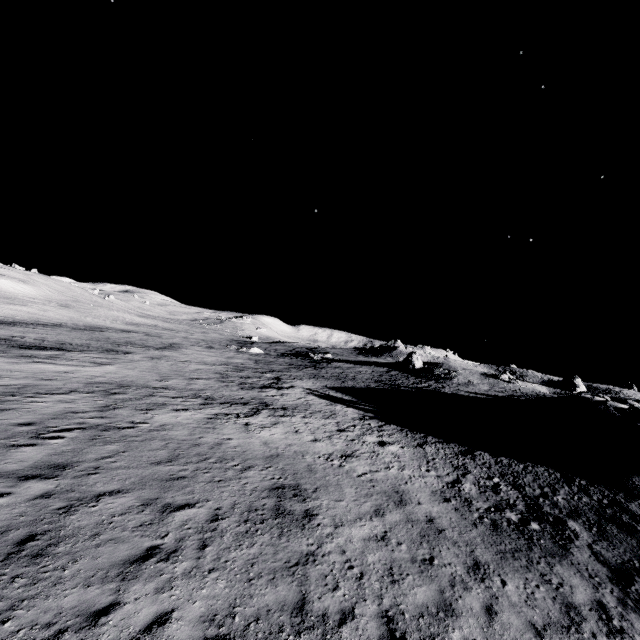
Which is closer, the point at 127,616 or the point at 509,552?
the point at 127,616

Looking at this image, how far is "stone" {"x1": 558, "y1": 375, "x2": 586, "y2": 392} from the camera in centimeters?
5500cm

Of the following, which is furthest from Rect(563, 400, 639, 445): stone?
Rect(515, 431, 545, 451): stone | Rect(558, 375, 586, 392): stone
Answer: Rect(558, 375, 586, 392): stone

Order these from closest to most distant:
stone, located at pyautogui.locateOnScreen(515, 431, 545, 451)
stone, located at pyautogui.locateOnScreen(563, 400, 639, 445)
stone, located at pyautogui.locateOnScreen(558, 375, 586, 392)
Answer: stone, located at pyautogui.locateOnScreen(563, 400, 639, 445), stone, located at pyautogui.locateOnScreen(515, 431, 545, 451), stone, located at pyautogui.locateOnScreen(558, 375, 586, 392)

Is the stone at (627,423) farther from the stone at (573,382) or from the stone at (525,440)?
the stone at (573,382)

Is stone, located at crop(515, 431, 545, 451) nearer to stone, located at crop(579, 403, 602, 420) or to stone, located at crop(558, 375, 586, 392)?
stone, located at crop(579, 403, 602, 420)

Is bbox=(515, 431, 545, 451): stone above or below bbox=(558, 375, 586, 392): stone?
below

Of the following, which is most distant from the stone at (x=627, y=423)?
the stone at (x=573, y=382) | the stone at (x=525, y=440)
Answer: the stone at (x=573, y=382)
